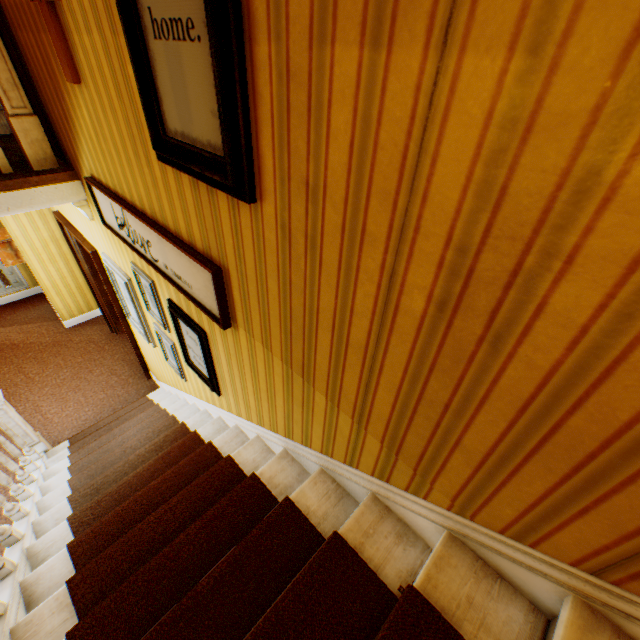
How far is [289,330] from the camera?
1.5 meters

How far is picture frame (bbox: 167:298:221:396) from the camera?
2.4 meters

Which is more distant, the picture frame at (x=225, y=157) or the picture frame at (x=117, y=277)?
the picture frame at (x=117, y=277)

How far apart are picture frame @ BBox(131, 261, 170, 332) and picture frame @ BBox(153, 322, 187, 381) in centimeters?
16cm

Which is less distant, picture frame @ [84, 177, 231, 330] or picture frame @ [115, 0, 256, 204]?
picture frame @ [115, 0, 256, 204]

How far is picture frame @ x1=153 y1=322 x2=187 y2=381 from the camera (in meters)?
3.30

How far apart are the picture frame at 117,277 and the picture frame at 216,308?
0.6 meters

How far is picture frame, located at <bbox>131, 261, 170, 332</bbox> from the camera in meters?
2.8 m
